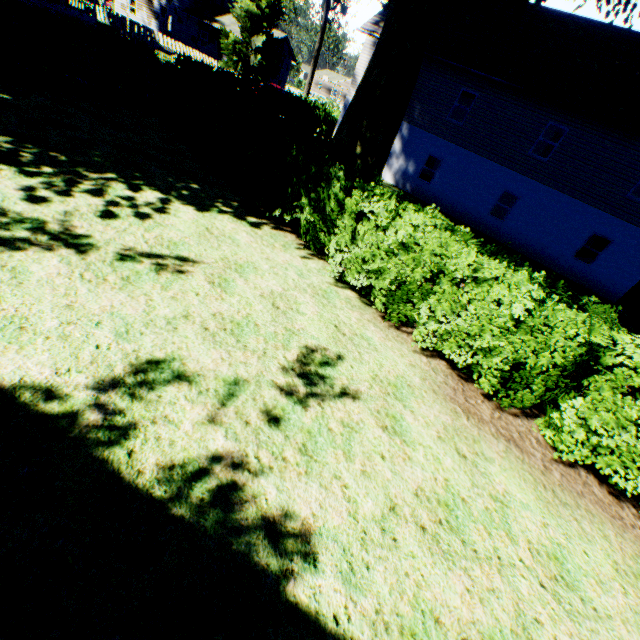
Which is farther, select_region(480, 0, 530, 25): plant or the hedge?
select_region(480, 0, 530, 25): plant

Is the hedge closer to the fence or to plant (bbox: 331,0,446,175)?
plant (bbox: 331,0,446,175)

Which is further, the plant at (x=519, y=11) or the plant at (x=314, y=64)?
the plant at (x=314, y=64)

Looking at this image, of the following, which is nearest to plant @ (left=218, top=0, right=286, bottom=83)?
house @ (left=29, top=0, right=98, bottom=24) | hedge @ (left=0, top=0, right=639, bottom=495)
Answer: house @ (left=29, top=0, right=98, bottom=24)

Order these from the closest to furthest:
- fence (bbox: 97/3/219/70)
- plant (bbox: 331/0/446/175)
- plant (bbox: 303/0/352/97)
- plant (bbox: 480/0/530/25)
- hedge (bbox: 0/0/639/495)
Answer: hedge (bbox: 0/0/639/495)
plant (bbox: 331/0/446/175)
plant (bbox: 480/0/530/25)
plant (bbox: 303/0/352/97)
fence (bbox: 97/3/219/70)

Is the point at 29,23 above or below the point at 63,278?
above

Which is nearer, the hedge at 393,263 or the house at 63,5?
the hedge at 393,263

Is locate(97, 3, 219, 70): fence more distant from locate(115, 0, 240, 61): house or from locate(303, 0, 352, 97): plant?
locate(115, 0, 240, 61): house
